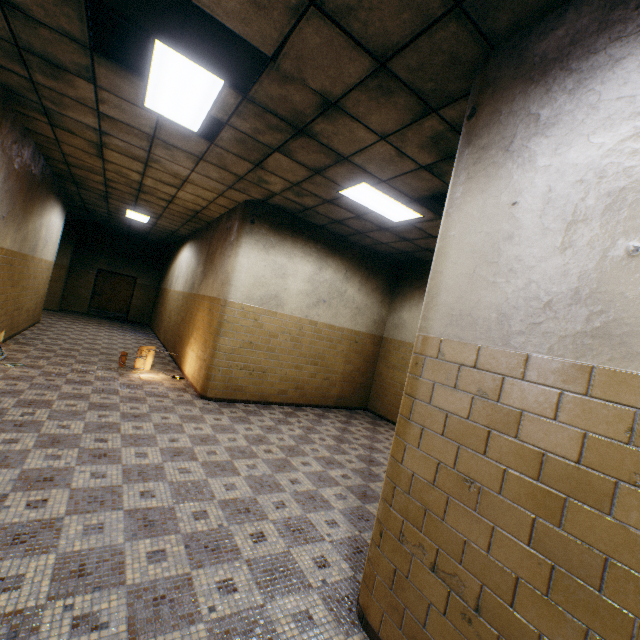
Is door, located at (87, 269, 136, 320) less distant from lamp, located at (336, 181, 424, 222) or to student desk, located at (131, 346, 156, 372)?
student desk, located at (131, 346, 156, 372)

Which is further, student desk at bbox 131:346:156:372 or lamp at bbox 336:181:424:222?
student desk at bbox 131:346:156:372

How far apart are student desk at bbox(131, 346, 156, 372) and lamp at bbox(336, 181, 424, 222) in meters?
5.0 m

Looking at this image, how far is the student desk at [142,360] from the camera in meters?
6.9 m

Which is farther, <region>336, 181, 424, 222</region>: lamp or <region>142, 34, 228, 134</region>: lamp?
<region>336, 181, 424, 222</region>: lamp

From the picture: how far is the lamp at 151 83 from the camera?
2.95m

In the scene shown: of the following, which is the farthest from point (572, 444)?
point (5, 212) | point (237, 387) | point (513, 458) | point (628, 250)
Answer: point (5, 212)

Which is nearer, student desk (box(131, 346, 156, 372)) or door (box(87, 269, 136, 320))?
student desk (box(131, 346, 156, 372))
